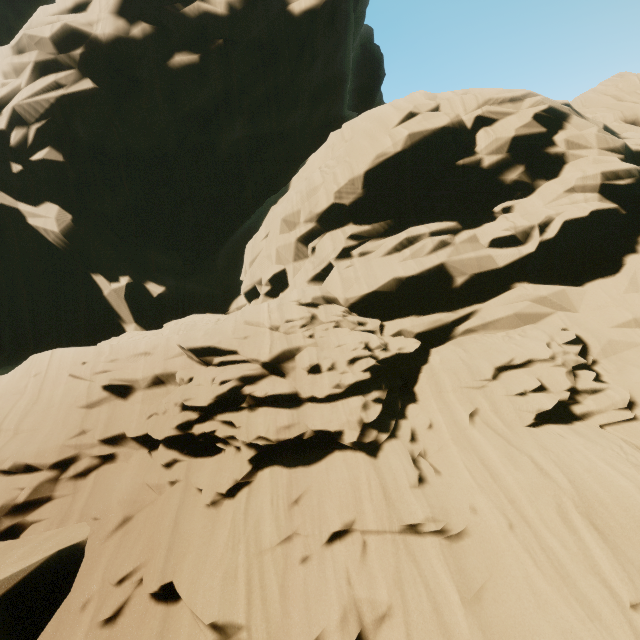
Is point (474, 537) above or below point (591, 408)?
below
